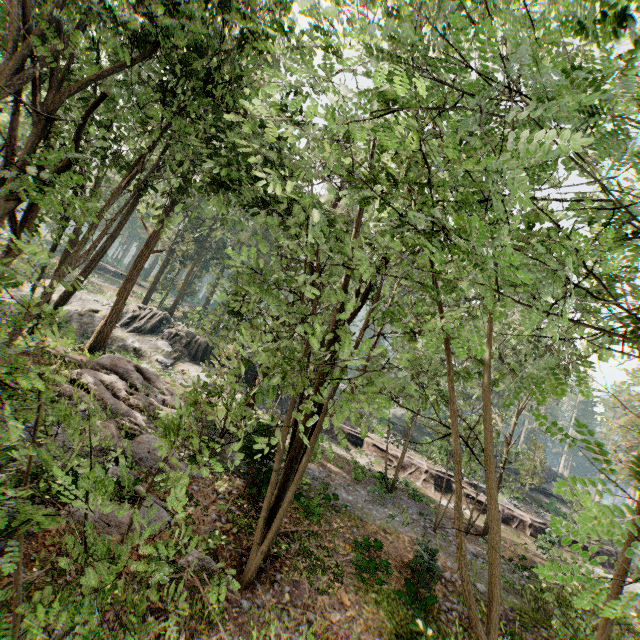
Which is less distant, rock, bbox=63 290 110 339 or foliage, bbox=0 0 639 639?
foliage, bbox=0 0 639 639

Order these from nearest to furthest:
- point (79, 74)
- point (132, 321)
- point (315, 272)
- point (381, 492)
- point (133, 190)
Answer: point (79, 74)
point (133, 190)
point (381, 492)
point (132, 321)
point (315, 272)

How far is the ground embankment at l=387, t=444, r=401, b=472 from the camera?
29.84m

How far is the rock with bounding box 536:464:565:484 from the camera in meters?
47.6 m

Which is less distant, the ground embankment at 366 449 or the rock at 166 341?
the rock at 166 341

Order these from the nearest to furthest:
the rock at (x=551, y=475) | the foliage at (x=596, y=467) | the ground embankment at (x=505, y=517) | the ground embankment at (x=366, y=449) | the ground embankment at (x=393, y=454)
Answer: the foliage at (x=596, y=467)
the ground embankment at (x=505, y=517)
the ground embankment at (x=393, y=454)
the ground embankment at (x=366, y=449)
the rock at (x=551, y=475)

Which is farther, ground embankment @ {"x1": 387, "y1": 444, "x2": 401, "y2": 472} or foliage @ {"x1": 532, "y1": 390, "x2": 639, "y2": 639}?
ground embankment @ {"x1": 387, "y1": 444, "x2": 401, "y2": 472}
